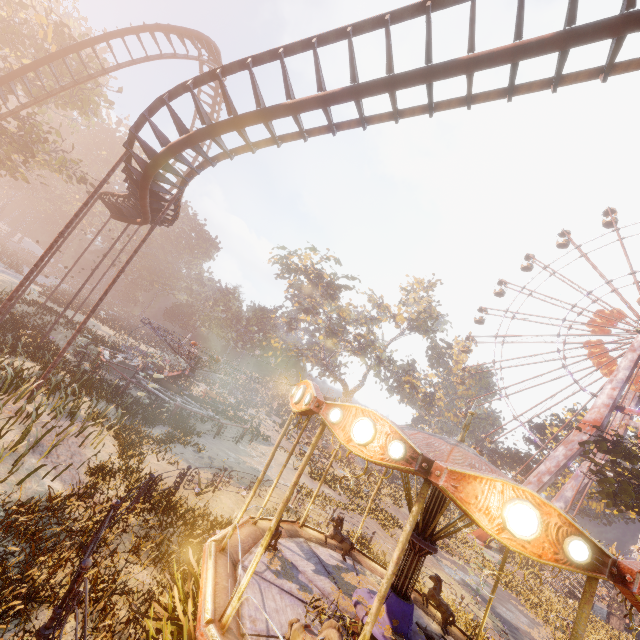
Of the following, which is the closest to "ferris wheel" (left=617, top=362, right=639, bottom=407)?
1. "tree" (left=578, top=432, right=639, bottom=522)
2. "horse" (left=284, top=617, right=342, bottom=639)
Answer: "tree" (left=578, top=432, right=639, bottom=522)

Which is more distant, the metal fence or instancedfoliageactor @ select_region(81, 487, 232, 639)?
instancedfoliageactor @ select_region(81, 487, 232, 639)

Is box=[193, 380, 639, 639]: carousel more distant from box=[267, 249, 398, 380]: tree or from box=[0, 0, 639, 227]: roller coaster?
box=[267, 249, 398, 380]: tree

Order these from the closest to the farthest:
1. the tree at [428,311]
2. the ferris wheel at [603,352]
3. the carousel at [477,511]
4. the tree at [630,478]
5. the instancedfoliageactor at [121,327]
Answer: the carousel at [477,511] < the tree at [630,478] < the instancedfoliageactor at [121,327] < the ferris wheel at [603,352] < the tree at [428,311]

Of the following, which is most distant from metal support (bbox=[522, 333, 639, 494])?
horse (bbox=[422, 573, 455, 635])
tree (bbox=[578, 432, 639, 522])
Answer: horse (bbox=[422, 573, 455, 635])

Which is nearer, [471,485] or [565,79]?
[471,485]

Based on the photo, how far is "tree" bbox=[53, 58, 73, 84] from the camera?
22.43m

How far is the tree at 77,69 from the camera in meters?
22.6
